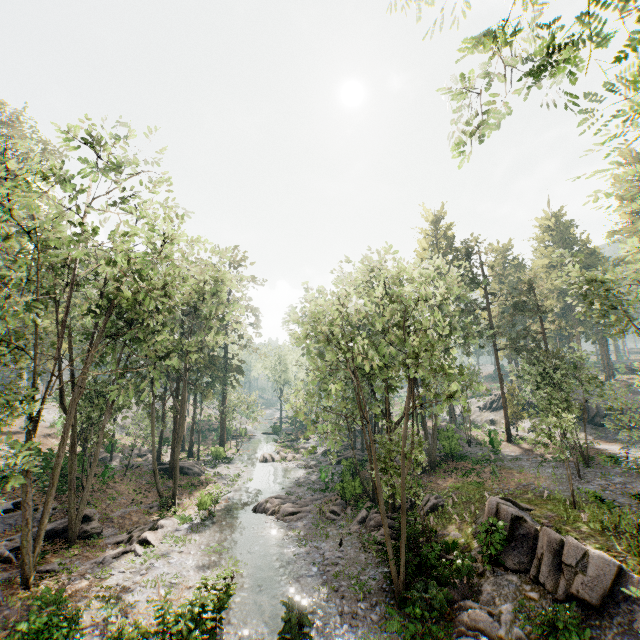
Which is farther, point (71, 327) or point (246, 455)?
point (246, 455)

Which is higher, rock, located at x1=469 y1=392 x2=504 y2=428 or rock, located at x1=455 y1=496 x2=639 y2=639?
rock, located at x1=469 y1=392 x2=504 y2=428

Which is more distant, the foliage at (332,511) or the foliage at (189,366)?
the foliage at (332,511)

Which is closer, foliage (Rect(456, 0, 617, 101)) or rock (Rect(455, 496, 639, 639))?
foliage (Rect(456, 0, 617, 101))

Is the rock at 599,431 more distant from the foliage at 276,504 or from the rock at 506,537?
the rock at 506,537

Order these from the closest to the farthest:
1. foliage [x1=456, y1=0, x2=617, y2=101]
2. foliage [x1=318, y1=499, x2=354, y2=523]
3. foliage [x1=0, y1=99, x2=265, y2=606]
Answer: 1. foliage [x1=456, y1=0, x2=617, y2=101]
2. foliage [x1=0, y1=99, x2=265, y2=606]
3. foliage [x1=318, y1=499, x2=354, y2=523]

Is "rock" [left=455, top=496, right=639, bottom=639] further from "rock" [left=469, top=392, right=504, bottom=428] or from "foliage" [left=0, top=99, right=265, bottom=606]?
"rock" [left=469, top=392, right=504, bottom=428]
